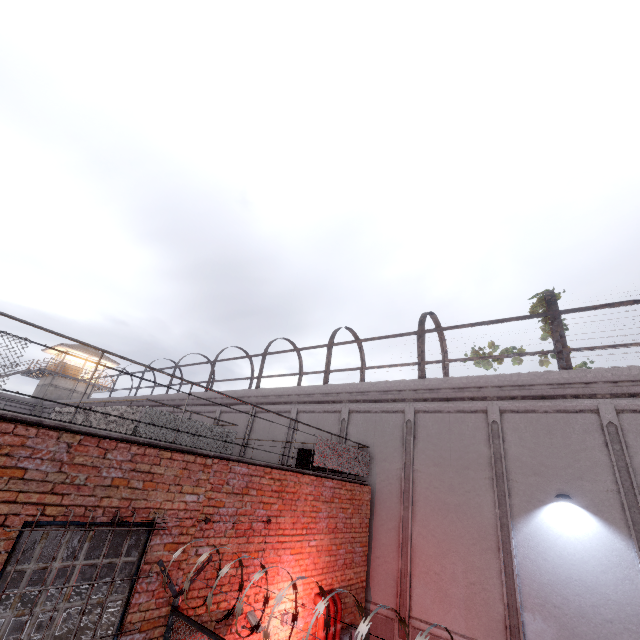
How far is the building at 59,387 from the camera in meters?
32.4

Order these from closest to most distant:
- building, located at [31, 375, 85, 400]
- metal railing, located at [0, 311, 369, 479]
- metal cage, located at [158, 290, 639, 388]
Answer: metal railing, located at [0, 311, 369, 479] → metal cage, located at [158, 290, 639, 388] → building, located at [31, 375, 85, 400]

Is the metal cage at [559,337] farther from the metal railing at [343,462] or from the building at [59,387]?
the building at [59,387]

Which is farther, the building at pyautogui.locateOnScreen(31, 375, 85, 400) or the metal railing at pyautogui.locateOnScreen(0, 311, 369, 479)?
the building at pyautogui.locateOnScreen(31, 375, 85, 400)

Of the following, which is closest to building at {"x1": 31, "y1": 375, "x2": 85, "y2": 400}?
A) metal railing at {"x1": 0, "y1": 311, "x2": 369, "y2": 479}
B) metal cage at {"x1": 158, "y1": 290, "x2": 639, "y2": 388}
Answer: metal cage at {"x1": 158, "y1": 290, "x2": 639, "y2": 388}

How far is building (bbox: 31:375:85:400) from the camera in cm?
3241

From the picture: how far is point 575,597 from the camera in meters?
6.7 m

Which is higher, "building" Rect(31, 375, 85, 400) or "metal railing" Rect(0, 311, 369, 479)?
"building" Rect(31, 375, 85, 400)
